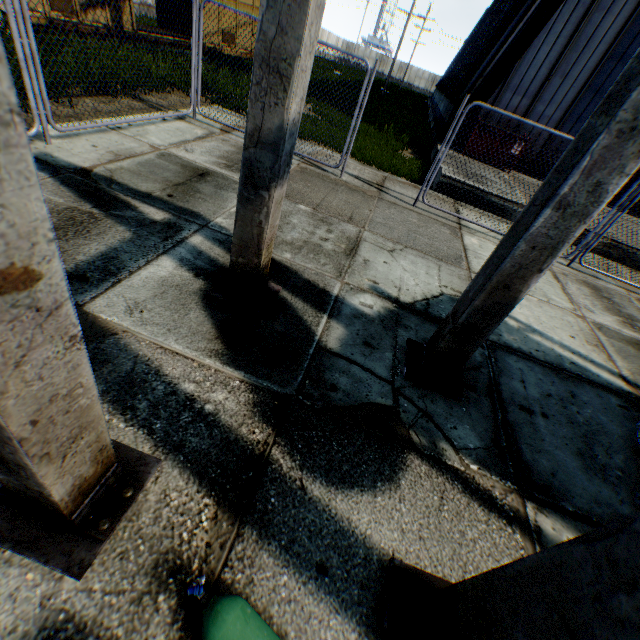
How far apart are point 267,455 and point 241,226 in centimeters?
188cm

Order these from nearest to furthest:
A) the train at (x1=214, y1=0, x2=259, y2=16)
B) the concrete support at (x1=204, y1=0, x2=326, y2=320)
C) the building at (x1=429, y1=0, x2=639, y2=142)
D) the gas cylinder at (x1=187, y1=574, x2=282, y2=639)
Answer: the gas cylinder at (x1=187, y1=574, x2=282, y2=639) < the concrete support at (x1=204, y1=0, x2=326, y2=320) < the building at (x1=429, y1=0, x2=639, y2=142) < the train at (x1=214, y1=0, x2=259, y2=16)

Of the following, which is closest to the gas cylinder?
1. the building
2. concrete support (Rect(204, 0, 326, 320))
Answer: concrete support (Rect(204, 0, 326, 320))

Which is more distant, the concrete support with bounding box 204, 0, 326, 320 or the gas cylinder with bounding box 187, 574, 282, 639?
the concrete support with bounding box 204, 0, 326, 320

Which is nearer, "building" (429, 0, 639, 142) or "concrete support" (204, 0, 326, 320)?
"concrete support" (204, 0, 326, 320)

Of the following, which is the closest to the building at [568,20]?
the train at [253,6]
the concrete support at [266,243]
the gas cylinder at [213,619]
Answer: the train at [253,6]

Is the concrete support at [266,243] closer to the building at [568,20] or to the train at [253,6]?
the train at [253,6]
